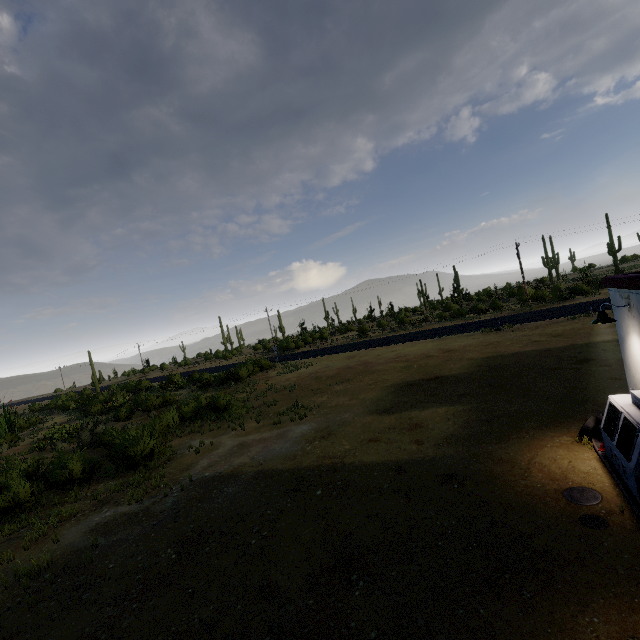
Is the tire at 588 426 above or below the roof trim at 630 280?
below

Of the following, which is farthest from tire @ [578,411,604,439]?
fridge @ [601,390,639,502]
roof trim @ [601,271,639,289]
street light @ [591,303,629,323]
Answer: roof trim @ [601,271,639,289]

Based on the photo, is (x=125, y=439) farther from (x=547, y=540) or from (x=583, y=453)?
(x=583, y=453)

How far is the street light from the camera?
7.3m

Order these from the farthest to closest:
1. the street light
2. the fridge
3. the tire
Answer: the tire → the street light → the fridge

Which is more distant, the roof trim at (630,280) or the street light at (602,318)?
the street light at (602,318)

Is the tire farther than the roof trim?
Yes

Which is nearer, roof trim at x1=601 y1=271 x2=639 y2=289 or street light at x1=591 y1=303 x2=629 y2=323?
roof trim at x1=601 y1=271 x2=639 y2=289
